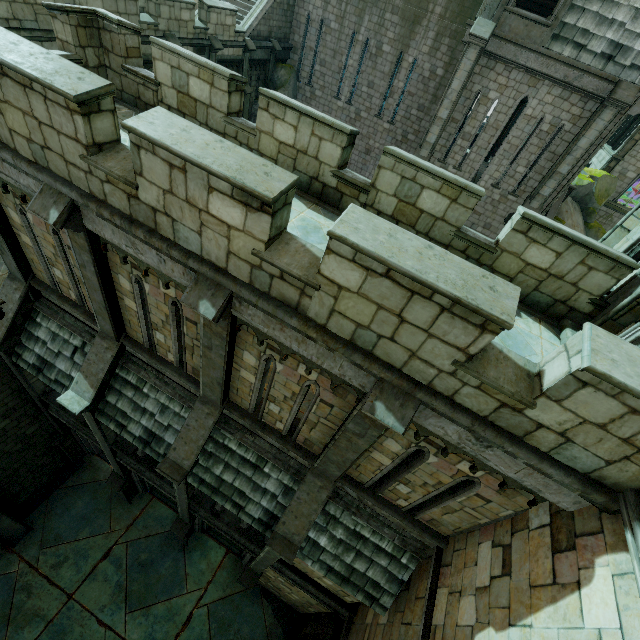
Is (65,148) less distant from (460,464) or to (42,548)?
(460,464)

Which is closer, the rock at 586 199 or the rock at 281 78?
the rock at 281 78

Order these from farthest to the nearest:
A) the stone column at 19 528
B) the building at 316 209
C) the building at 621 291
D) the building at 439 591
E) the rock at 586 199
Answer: the rock at 586 199
the stone column at 19 528
the building at 316 209
the building at 621 291
the building at 439 591

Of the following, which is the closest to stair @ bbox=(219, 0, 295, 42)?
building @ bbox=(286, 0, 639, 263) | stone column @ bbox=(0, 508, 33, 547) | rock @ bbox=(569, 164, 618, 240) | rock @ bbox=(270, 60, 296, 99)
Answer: building @ bbox=(286, 0, 639, 263)

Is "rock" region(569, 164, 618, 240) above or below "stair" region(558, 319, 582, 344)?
below

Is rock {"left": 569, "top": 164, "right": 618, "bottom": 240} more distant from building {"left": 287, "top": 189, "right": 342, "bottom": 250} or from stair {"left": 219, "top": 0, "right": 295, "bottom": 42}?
stair {"left": 219, "top": 0, "right": 295, "bottom": 42}

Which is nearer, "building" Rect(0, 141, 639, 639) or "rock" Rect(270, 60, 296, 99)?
"building" Rect(0, 141, 639, 639)

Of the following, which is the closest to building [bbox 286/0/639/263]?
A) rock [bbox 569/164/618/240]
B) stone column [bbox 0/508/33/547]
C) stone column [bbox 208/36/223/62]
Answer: rock [bbox 569/164/618/240]
